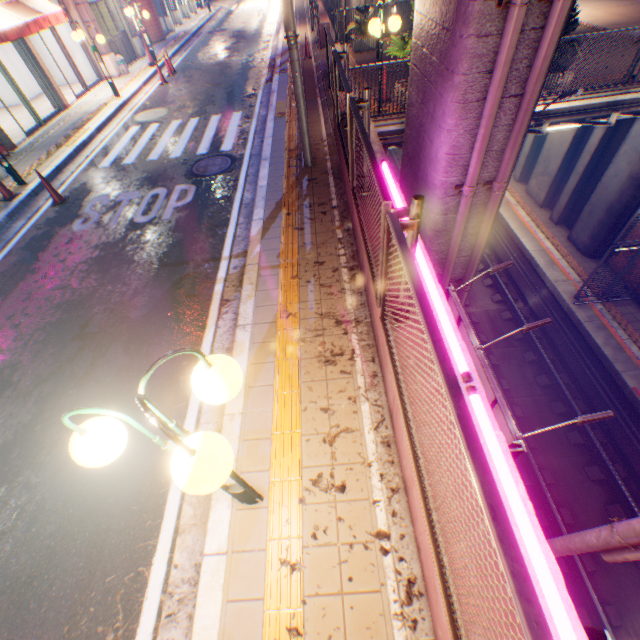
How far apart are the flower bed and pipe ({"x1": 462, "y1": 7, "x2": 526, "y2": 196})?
11.24m

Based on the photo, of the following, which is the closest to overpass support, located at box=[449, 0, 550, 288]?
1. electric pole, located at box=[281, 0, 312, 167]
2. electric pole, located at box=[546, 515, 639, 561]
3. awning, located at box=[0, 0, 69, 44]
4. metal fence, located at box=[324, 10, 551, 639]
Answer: metal fence, located at box=[324, 10, 551, 639]

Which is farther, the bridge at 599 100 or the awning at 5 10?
the awning at 5 10

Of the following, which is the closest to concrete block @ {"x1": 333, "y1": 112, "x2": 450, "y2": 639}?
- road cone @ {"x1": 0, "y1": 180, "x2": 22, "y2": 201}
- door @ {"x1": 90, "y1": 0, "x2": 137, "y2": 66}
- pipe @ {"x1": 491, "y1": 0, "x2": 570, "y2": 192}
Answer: pipe @ {"x1": 491, "y1": 0, "x2": 570, "y2": 192}

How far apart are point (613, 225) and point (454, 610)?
15.22m

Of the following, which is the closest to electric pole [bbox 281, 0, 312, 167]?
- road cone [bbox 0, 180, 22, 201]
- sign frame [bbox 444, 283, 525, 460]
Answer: sign frame [bbox 444, 283, 525, 460]

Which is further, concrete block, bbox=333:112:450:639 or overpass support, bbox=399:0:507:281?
overpass support, bbox=399:0:507:281

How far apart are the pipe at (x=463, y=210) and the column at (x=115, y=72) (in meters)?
18.62
